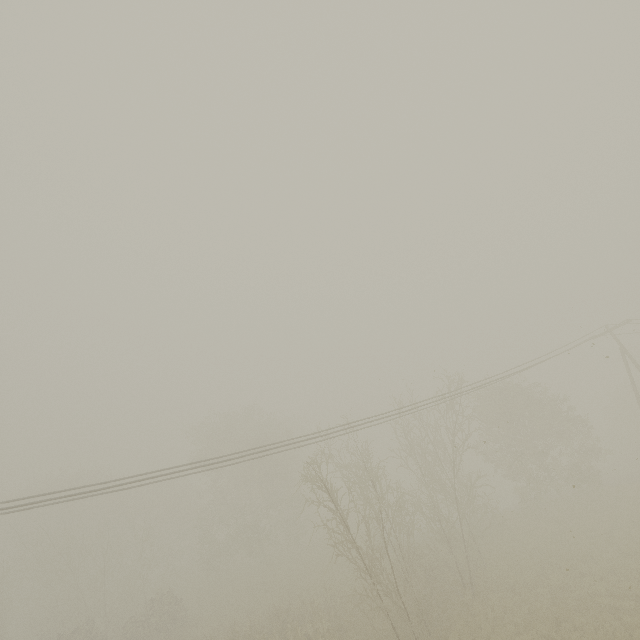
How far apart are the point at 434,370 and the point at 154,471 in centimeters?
1131cm
